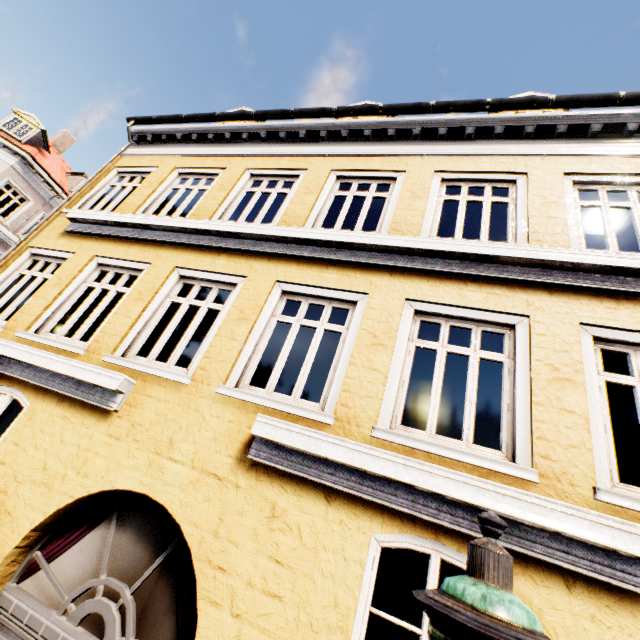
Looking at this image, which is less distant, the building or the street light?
the street light

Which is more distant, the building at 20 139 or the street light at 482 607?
the building at 20 139

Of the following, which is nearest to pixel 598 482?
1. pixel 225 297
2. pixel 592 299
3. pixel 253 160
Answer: pixel 592 299
